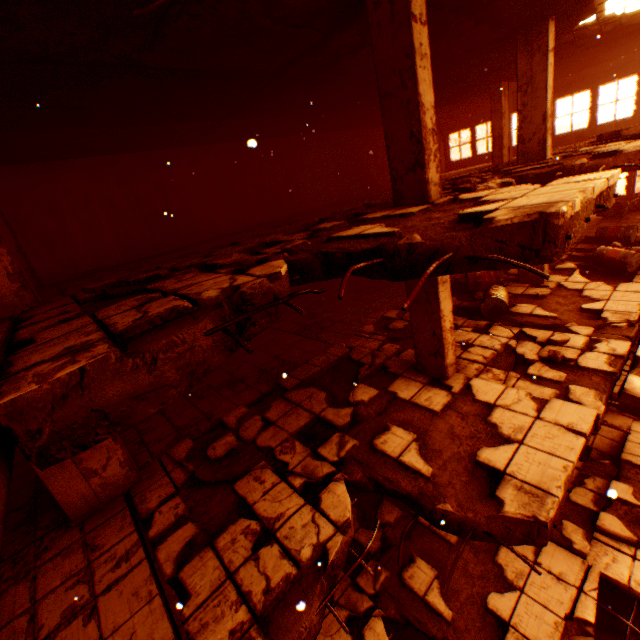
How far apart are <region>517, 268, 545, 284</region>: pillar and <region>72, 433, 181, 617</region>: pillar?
9.7m

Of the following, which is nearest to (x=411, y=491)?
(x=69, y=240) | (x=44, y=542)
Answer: (x=44, y=542)

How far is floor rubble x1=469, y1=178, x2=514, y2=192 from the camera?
4.97m

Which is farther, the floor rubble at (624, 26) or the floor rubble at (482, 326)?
the floor rubble at (624, 26)

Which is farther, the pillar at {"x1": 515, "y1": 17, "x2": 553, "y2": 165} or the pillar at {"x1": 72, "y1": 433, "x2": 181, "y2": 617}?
the pillar at {"x1": 515, "y1": 17, "x2": 553, "y2": 165}

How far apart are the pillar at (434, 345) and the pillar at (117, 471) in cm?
499

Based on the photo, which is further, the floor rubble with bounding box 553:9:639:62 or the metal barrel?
the metal barrel

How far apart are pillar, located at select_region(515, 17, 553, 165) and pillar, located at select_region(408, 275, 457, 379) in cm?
459
